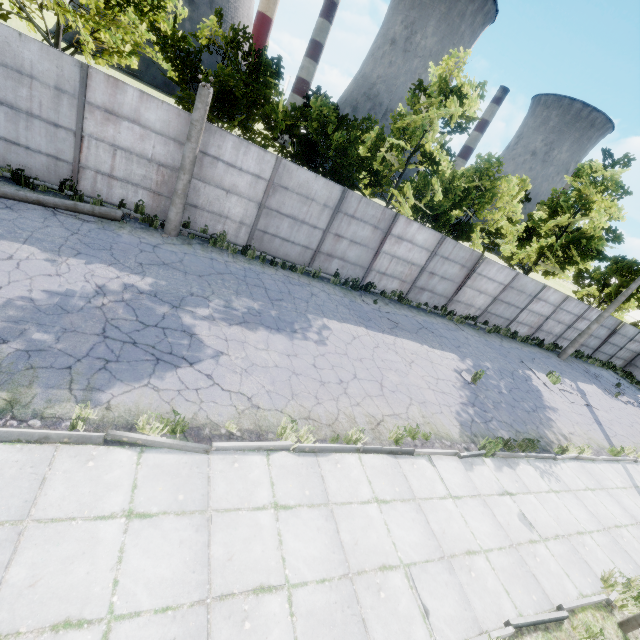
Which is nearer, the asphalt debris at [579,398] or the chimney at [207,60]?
the asphalt debris at [579,398]

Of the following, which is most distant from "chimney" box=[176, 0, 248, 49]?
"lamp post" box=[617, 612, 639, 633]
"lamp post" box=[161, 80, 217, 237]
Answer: "lamp post" box=[617, 612, 639, 633]

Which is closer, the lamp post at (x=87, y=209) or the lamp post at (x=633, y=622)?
the lamp post at (x=633, y=622)

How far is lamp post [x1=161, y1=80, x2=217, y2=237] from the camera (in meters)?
9.25

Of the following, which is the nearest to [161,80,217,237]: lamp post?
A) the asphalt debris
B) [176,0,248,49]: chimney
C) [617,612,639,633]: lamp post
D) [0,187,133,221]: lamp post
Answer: [0,187,133,221]: lamp post

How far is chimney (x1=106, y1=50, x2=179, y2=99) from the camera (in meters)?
52.03

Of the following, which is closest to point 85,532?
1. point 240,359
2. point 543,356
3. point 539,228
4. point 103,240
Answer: point 240,359
